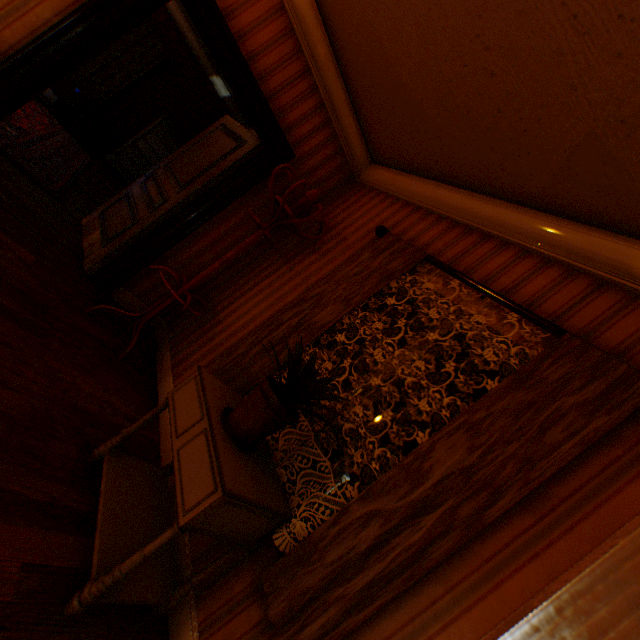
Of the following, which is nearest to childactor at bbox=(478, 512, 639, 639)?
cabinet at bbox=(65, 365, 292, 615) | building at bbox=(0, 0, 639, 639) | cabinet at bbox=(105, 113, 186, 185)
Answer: building at bbox=(0, 0, 639, 639)

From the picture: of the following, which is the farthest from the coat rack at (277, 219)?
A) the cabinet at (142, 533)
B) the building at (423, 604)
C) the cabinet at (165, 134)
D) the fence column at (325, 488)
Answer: the fence column at (325, 488)

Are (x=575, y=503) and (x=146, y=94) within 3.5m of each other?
no

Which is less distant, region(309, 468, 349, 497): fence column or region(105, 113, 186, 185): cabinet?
region(105, 113, 186, 185): cabinet

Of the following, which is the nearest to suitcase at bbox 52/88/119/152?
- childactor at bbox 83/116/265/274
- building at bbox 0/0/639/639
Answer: building at bbox 0/0/639/639

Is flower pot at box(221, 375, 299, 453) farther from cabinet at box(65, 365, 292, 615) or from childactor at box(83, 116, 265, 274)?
childactor at box(83, 116, 265, 274)

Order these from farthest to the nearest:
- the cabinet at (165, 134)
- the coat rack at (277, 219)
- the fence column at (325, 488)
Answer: the fence column at (325, 488), the cabinet at (165, 134), the coat rack at (277, 219)

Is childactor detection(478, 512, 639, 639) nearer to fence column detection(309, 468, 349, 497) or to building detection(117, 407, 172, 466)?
building detection(117, 407, 172, 466)
